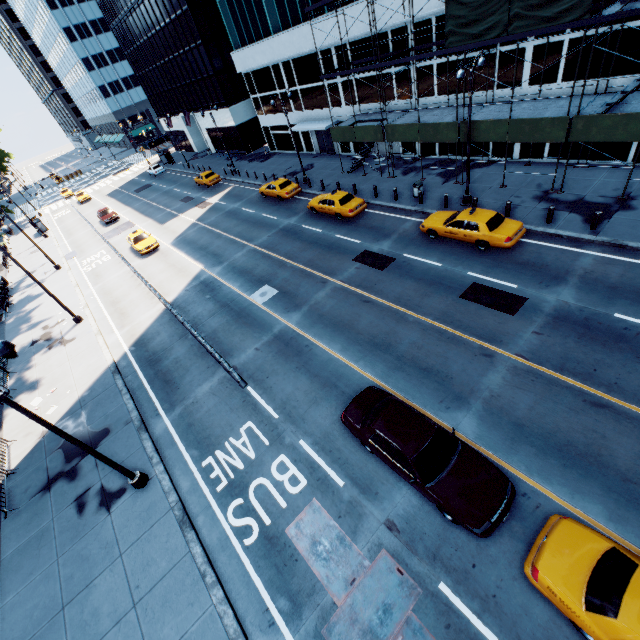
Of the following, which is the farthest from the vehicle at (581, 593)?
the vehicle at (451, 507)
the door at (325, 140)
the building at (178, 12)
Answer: the building at (178, 12)

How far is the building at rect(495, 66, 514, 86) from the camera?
19.8m

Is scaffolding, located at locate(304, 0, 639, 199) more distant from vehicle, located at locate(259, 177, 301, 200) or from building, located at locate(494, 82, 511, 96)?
vehicle, located at locate(259, 177, 301, 200)

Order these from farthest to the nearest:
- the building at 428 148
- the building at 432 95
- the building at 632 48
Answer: the building at 428 148 → the building at 432 95 → the building at 632 48

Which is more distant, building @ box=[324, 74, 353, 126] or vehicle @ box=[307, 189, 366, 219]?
building @ box=[324, 74, 353, 126]

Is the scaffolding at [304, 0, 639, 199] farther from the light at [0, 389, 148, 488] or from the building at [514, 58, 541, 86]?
the light at [0, 389, 148, 488]

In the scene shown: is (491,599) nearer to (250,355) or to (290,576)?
(290,576)

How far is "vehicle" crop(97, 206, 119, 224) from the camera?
39.66m
